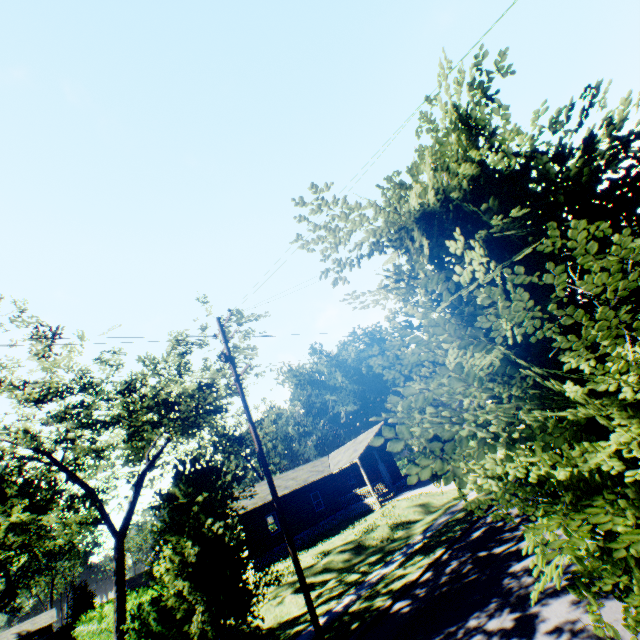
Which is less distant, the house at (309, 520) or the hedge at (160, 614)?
the hedge at (160, 614)

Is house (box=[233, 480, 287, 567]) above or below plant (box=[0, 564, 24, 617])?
below

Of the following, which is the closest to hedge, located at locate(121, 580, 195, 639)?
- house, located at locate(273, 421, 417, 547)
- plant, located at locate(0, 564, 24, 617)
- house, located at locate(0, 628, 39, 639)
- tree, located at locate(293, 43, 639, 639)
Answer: tree, located at locate(293, 43, 639, 639)

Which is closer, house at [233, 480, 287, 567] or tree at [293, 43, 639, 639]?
tree at [293, 43, 639, 639]

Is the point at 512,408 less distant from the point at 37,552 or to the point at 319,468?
the point at 37,552

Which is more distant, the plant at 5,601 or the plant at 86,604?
the plant at 5,601

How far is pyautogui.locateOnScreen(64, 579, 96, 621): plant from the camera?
39.00m

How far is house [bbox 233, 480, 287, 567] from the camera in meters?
26.0 m
